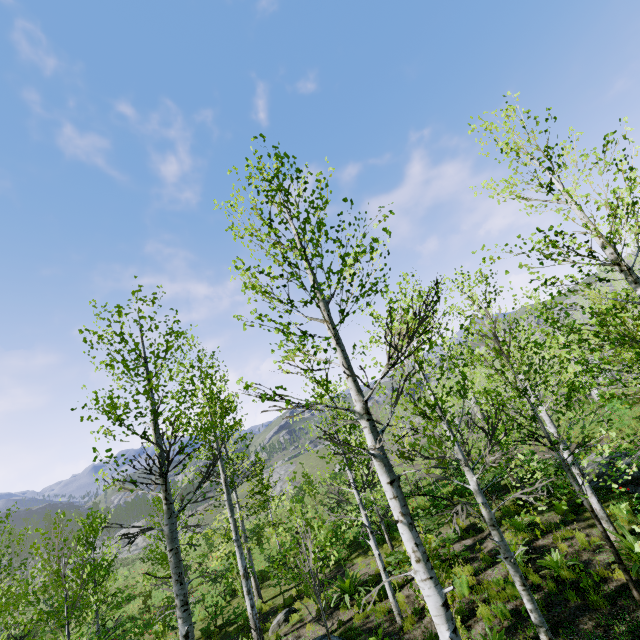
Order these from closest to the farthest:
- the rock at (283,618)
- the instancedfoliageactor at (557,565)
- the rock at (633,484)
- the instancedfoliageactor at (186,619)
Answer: the instancedfoliageactor at (186,619) < the instancedfoliageactor at (557,565) < the rock at (633,484) < the rock at (283,618)

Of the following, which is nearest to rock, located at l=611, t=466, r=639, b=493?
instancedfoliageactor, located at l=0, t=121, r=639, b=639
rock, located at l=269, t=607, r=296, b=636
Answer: instancedfoliageactor, located at l=0, t=121, r=639, b=639

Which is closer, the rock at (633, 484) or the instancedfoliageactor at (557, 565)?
the instancedfoliageactor at (557, 565)

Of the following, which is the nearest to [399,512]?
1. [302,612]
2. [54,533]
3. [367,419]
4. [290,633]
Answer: [367,419]

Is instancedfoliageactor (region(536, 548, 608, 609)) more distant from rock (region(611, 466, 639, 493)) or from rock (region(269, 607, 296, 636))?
rock (region(269, 607, 296, 636))

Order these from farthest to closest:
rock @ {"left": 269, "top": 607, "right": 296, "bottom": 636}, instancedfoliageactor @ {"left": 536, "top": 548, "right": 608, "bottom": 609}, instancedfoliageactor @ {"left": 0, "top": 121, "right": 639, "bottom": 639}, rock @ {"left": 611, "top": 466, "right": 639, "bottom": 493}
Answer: rock @ {"left": 269, "top": 607, "right": 296, "bottom": 636}, rock @ {"left": 611, "top": 466, "right": 639, "bottom": 493}, instancedfoliageactor @ {"left": 536, "top": 548, "right": 608, "bottom": 609}, instancedfoliageactor @ {"left": 0, "top": 121, "right": 639, "bottom": 639}
